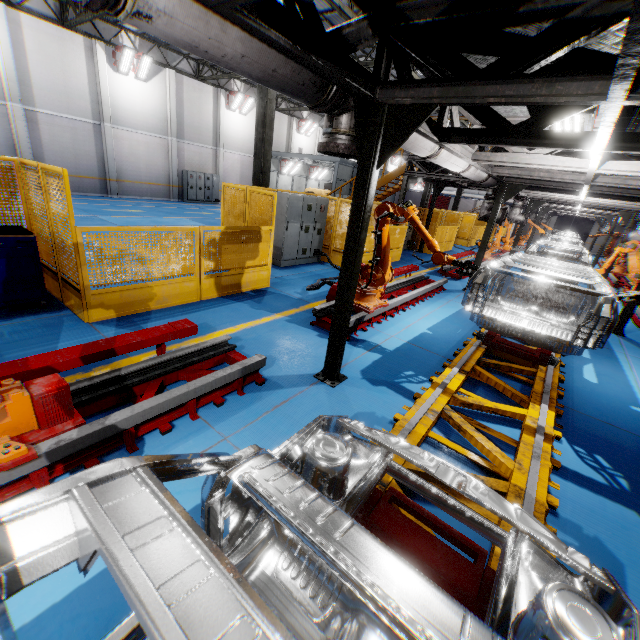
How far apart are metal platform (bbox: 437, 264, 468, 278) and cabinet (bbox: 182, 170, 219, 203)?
19.3 meters

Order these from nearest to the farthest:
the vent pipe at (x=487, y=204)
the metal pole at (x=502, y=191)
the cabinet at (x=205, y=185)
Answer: the metal pole at (x=502, y=191) → the vent pipe at (x=487, y=204) → the cabinet at (x=205, y=185)

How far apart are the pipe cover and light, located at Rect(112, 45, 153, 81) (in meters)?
21.58

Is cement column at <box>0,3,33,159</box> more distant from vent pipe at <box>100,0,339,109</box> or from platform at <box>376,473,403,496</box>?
platform at <box>376,473,403,496</box>

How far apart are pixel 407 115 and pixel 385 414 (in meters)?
3.36

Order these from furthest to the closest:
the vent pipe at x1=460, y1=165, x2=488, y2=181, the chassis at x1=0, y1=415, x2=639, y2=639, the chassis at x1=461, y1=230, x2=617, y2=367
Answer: the vent pipe at x1=460, y1=165, x2=488, y2=181
the chassis at x1=461, y1=230, x2=617, y2=367
the chassis at x1=0, y1=415, x2=639, y2=639

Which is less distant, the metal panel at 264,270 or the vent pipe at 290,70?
the vent pipe at 290,70

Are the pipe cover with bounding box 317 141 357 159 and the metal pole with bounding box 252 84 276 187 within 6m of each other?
no
